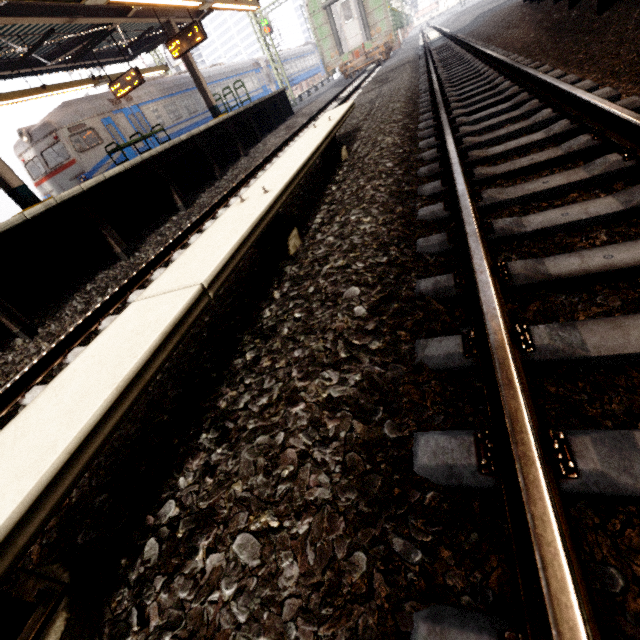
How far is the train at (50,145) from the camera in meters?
12.3

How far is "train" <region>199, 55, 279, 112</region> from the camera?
20.61m

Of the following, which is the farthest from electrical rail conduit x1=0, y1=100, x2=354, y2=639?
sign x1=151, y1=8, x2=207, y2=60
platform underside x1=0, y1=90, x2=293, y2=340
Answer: sign x1=151, y1=8, x2=207, y2=60

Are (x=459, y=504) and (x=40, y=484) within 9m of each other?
yes

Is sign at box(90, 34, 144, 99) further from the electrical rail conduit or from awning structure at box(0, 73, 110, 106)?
the electrical rail conduit

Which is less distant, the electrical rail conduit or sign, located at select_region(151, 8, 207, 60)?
the electrical rail conduit

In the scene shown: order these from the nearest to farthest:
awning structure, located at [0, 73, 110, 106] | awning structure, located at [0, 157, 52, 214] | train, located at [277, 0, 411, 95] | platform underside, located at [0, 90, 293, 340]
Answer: platform underside, located at [0, 90, 293, 340] < awning structure, located at [0, 157, 52, 214] < awning structure, located at [0, 73, 110, 106] < train, located at [277, 0, 411, 95]

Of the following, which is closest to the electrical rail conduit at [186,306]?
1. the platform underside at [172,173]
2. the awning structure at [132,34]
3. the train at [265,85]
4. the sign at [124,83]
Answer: the platform underside at [172,173]
